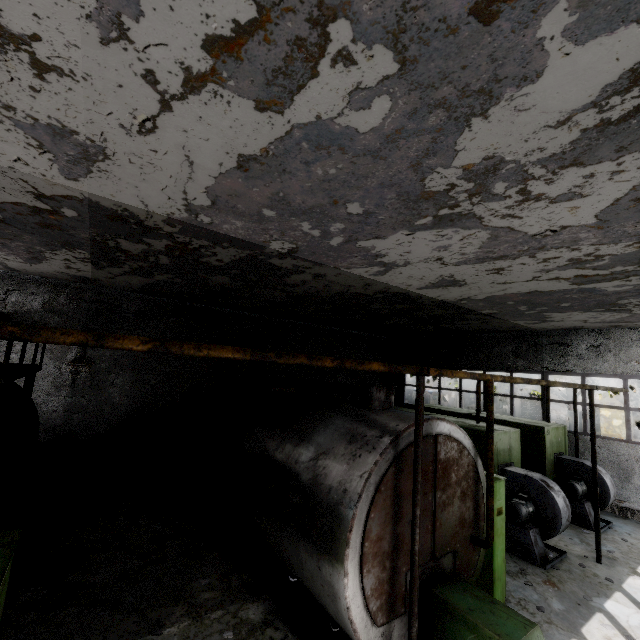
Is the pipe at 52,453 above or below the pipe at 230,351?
below

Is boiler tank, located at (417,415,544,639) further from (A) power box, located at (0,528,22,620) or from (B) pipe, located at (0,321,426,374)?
(B) pipe, located at (0,321,426,374)

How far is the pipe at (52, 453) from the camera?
10.17m

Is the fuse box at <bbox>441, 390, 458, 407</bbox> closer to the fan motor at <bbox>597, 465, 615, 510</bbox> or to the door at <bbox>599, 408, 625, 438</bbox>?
the fan motor at <bbox>597, 465, 615, 510</bbox>

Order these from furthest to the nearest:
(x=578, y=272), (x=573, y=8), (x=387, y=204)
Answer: (x=578, y=272) → (x=387, y=204) → (x=573, y=8)

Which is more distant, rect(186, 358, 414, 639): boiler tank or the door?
the door

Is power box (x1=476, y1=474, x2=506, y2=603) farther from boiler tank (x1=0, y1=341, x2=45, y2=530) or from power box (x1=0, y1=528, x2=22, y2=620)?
boiler tank (x1=0, y1=341, x2=45, y2=530)

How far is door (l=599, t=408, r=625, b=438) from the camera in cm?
2778
